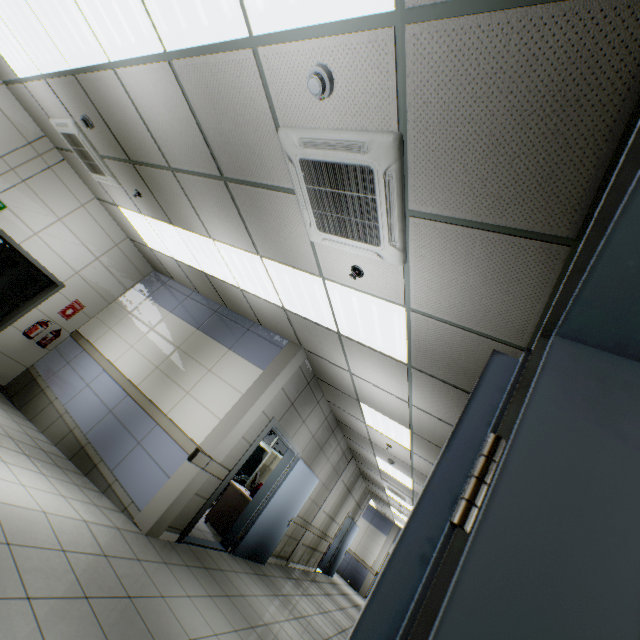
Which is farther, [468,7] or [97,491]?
[97,491]

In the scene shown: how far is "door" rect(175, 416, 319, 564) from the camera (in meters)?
5.13

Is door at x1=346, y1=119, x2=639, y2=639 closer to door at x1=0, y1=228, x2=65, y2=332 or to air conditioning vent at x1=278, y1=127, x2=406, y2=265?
air conditioning vent at x1=278, y1=127, x2=406, y2=265

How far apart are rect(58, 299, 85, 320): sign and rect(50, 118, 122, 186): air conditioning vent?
2.79m

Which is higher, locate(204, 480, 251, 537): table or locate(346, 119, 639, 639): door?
locate(346, 119, 639, 639): door

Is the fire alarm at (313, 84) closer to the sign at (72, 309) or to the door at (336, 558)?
the sign at (72, 309)

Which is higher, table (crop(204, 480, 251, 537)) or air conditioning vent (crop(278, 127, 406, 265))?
air conditioning vent (crop(278, 127, 406, 265))

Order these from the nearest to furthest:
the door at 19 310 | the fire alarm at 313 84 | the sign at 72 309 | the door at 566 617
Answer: the door at 566 617
the fire alarm at 313 84
the door at 19 310
the sign at 72 309
